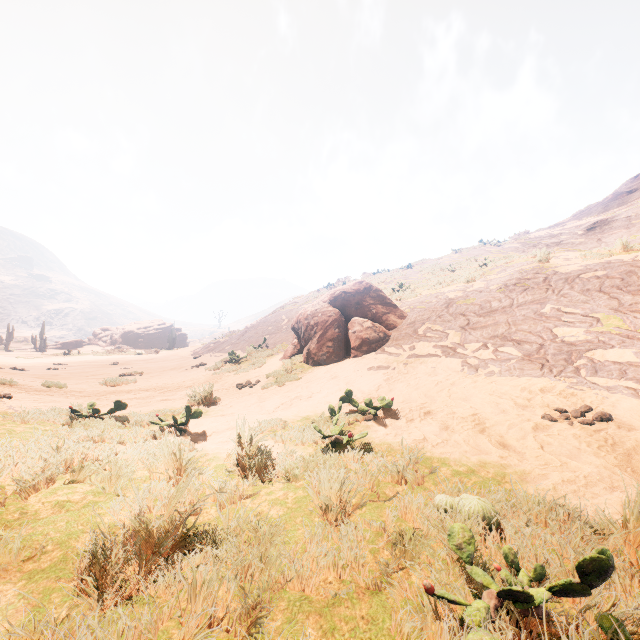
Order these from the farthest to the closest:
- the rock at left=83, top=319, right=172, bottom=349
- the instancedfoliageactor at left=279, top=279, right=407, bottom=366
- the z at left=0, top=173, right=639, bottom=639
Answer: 1. the rock at left=83, top=319, right=172, bottom=349
2. the instancedfoliageactor at left=279, top=279, right=407, bottom=366
3. the z at left=0, top=173, right=639, bottom=639

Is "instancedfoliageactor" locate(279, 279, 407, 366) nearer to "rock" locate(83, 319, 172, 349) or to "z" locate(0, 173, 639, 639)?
"z" locate(0, 173, 639, 639)

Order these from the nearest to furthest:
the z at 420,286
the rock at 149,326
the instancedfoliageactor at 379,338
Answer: the z at 420,286, the instancedfoliageactor at 379,338, the rock at 149,326

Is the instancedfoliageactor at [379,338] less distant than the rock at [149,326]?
Yes

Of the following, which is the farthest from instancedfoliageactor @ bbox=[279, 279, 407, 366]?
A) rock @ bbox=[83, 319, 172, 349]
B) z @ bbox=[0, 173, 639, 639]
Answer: rock @ bbox=[83, 319, 172, 349]

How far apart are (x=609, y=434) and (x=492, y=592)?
3.5m

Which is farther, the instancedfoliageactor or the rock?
the rock
